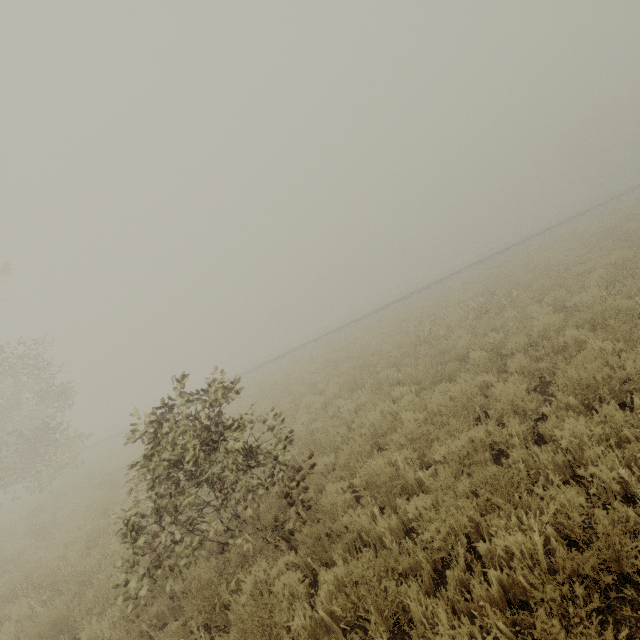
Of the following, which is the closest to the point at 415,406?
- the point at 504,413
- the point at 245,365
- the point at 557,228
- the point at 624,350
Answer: the point at 504,413
